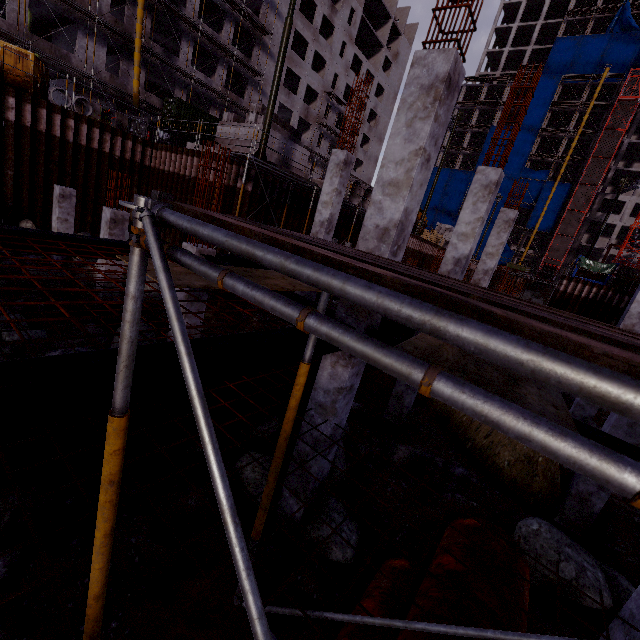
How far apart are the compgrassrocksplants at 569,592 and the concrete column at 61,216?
18.57m

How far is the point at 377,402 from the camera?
13.75m

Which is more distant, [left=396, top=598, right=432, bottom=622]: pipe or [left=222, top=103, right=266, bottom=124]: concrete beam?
[left=222, top=103, right=266, bottom=124]: concrete beam

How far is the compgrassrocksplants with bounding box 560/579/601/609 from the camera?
5.55m

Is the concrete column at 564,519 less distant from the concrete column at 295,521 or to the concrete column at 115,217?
the concrete column at 295,521

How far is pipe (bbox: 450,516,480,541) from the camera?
5.0 meters

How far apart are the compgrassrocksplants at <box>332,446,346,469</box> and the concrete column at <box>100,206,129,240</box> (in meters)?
8.65

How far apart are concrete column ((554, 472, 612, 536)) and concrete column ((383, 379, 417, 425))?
4.3 meters
